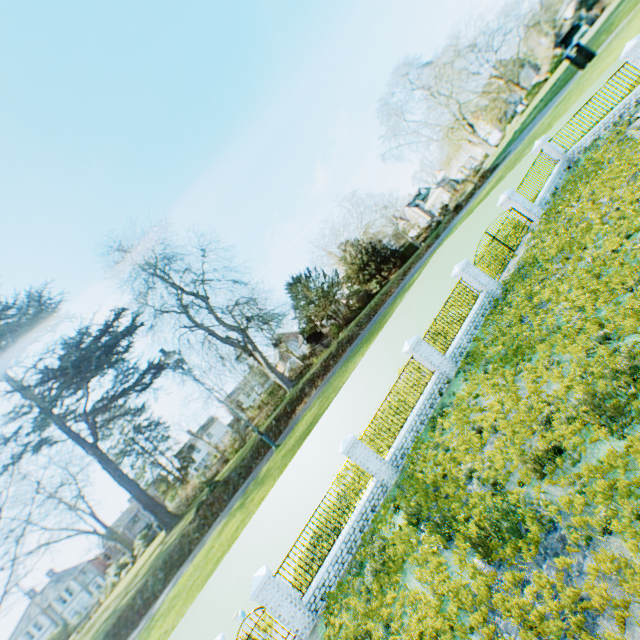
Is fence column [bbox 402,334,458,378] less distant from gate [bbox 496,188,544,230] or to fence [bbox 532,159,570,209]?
gate [bbox 496,188,544,230]

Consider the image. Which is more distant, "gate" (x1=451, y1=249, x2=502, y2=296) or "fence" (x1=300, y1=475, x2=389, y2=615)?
"gate" (x1=451, y1=249, x2=502, y2=296)

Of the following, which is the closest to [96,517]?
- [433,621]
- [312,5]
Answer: [433,621]

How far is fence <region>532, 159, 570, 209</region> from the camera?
18.76m

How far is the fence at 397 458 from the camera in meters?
13.2

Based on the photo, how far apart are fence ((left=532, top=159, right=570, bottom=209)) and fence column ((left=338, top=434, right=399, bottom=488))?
16.73m

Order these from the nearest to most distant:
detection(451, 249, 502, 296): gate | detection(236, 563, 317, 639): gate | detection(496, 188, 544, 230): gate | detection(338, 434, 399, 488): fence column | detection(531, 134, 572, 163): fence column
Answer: detection(236, 563, 317, 639): gate < detection(338, 434, 399, 488): fence column < detection(451, 249, 502, 296): gate < detection(496, 188, 544, 230): gate < detection(531, 134, 572, 163): fence column

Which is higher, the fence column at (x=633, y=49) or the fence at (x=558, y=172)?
the fence column at (x=633, y=49)
